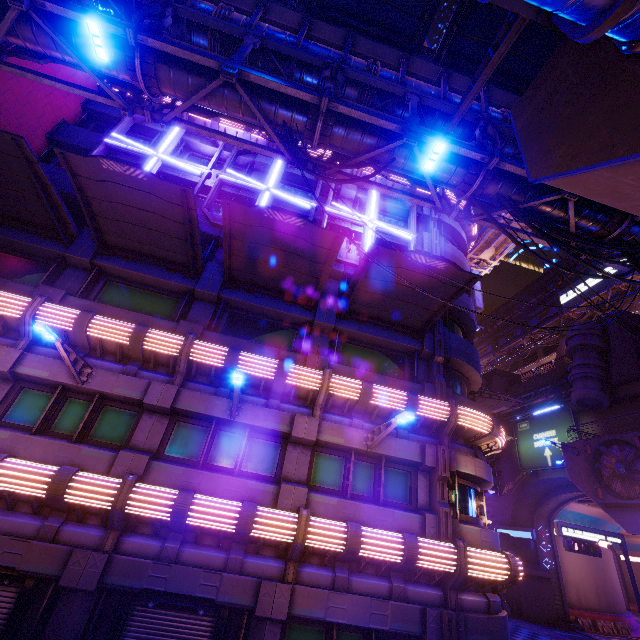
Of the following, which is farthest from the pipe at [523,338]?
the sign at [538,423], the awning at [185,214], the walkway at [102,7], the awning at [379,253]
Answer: the awning at [185,214]

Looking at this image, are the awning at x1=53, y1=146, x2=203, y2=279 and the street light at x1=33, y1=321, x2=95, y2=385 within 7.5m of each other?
yes

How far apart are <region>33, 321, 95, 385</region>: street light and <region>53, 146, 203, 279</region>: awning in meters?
4.5

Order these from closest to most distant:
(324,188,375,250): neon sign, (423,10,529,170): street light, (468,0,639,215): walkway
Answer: (468,0,639,215): walkway < (423,10,529,170): street light < (324,188,375,250): neon sign

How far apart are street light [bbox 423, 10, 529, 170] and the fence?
47.4 meters

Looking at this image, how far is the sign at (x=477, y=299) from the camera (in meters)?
21.11

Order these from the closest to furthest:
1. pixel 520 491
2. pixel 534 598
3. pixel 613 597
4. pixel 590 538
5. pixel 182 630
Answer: pixel 182 630, pixel 590 538, pixel 534 598, pixel 520 491, pixel 613 597

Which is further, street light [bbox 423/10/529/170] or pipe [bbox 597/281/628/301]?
pipe [bbox 597/281/628/301]
